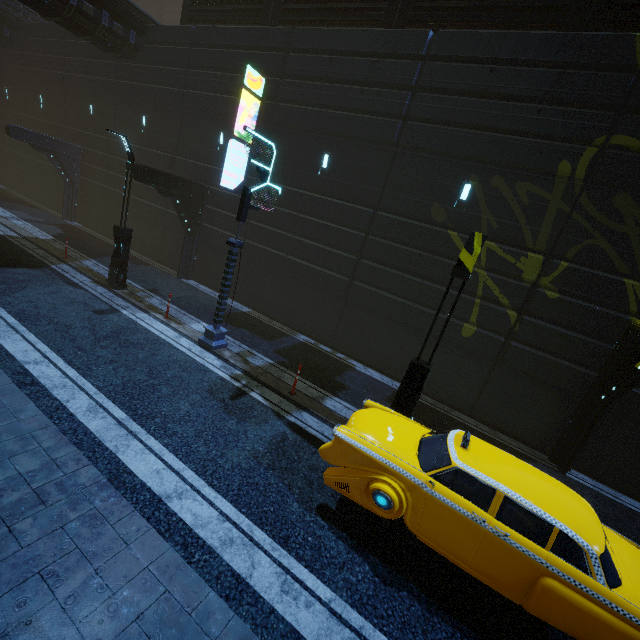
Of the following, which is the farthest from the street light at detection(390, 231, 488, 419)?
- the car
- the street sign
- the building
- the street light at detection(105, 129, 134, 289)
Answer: the street light at detection(105, 129, 134, 289)

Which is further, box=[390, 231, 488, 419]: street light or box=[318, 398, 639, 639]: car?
box=[390, 231, 488, 419]: street light

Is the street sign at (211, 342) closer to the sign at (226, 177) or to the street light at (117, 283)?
the sign at (226, 177)

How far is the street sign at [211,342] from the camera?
9.4 meters

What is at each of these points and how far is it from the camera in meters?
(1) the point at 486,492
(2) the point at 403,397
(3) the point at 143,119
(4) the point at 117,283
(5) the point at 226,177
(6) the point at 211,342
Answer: (1) car, 5.3
(2) street light, 7.6
(3) building, 18.0
(4) street light, 12.8
(5) sign, 13.9
(6) street sign, 10.4

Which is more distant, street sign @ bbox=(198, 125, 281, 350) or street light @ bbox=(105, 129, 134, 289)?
street light @ bbox=(105, 129, 134, 289)

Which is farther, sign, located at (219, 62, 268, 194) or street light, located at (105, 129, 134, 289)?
sign, located at (219, 62, 268, 194)

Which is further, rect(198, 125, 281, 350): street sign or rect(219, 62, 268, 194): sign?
rect(219, 62, 268, 194): sign
